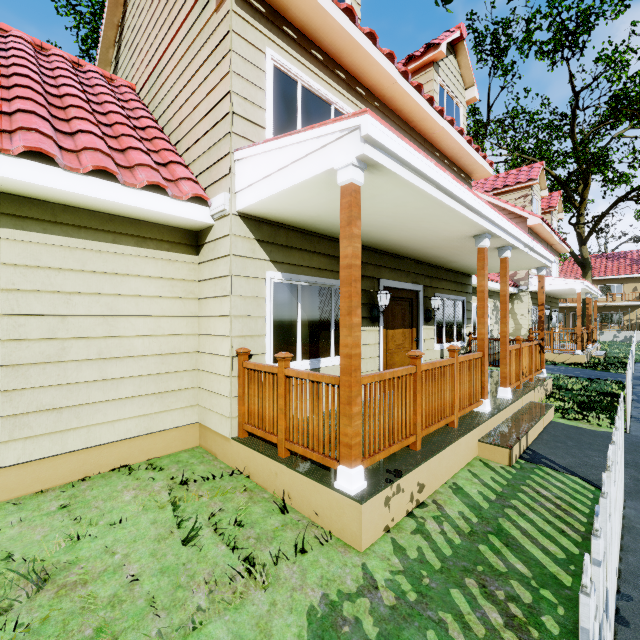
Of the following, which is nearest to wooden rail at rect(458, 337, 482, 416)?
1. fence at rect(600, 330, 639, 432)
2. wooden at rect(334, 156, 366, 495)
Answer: fence at rect(600, 330, 639, 432)

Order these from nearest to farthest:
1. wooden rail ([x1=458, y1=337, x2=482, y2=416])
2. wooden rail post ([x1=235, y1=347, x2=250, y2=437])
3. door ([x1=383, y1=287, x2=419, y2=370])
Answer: wooden rail post ([x1=235, y1=347, x2=250, y2=437]), wooden rail ([x1=458, y1=337, x2=482, y2=416]), door ([x1=383, y1=287, x2=419, y2=370])

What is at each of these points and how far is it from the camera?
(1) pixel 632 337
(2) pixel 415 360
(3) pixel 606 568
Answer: (1) fence, 25.7m
(2) wooden rail post, 3.5m
(3) fence, 1.6m

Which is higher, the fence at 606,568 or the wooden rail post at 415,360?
the wooden rail post at 415,360

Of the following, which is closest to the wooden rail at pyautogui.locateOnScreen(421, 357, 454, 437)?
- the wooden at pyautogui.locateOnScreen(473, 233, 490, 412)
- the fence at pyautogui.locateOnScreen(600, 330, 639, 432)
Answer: the wooden at pyautogui.locateOnScreen(473, 233, 490, 412)

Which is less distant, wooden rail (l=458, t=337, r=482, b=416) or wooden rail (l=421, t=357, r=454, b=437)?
wooden rail (l=421, t=357, r=454, b=437)

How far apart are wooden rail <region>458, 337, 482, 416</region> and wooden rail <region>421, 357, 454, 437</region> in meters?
0.1

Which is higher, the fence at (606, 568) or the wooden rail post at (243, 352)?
the wooden rail post at (243, 352)
